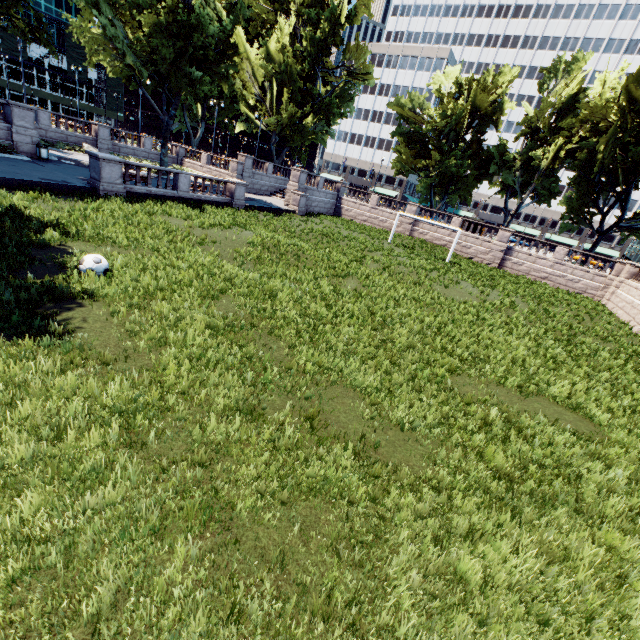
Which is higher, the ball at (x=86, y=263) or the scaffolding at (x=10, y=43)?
the scaffolding at (x=10, y=43)

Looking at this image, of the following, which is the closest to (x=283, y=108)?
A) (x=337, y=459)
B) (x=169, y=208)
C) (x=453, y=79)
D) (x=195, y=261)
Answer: (x=453, y=79)

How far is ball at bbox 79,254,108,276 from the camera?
8.5 meters

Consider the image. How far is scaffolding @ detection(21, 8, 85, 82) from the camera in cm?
5431

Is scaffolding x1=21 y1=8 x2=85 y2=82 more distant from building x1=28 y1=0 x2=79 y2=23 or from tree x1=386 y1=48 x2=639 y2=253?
tree x1=386 y1=48 x2=639 y2=253

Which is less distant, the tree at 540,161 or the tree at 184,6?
the tree at 184,6

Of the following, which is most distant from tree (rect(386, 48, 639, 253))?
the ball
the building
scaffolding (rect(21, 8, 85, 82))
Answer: the building
